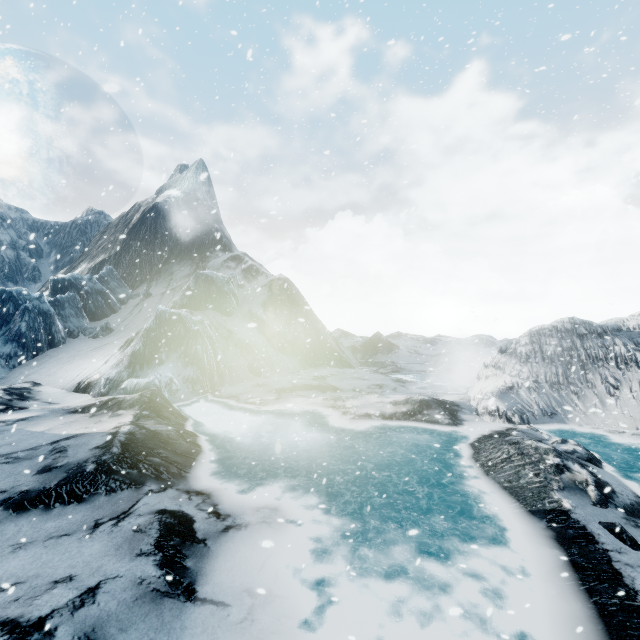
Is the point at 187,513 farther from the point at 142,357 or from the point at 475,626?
the point at 142,357
